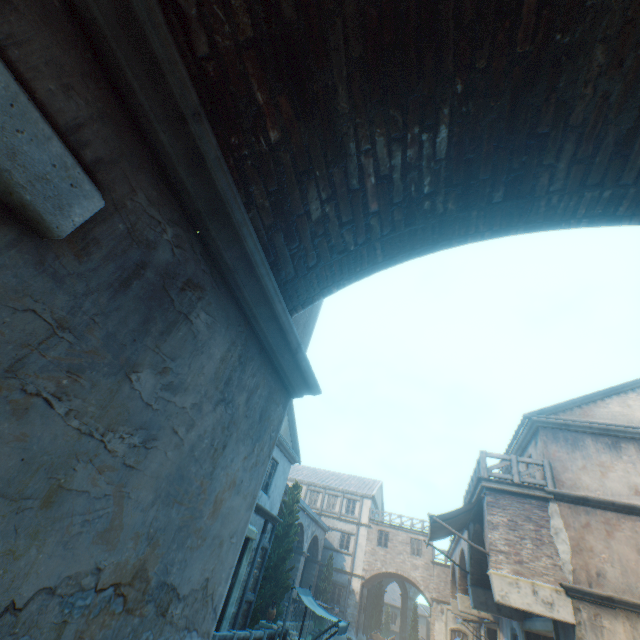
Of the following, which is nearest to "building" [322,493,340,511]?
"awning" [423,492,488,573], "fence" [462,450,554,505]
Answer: "fence" [462,450,554,505]

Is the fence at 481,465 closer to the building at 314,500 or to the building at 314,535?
the building at 314,535

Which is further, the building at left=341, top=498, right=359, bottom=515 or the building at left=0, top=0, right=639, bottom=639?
the building at left=341, top=498, right=359, bottom=515

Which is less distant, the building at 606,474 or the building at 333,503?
the building at 606,474

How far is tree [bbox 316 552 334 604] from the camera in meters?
26.2 m

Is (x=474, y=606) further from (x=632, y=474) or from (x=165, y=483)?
(x=165, y=483)

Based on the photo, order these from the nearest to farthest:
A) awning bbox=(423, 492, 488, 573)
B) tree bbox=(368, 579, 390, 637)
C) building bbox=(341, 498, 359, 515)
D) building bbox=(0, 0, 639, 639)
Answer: building bbox=(0, 0, 639, 639) < awning bbox=(423, 492, 488, 573) < tree bbox=(368, 579, 390, 637) < building bbox=(341, 498, 359, 515)

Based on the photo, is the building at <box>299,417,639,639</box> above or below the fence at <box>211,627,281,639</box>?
above
